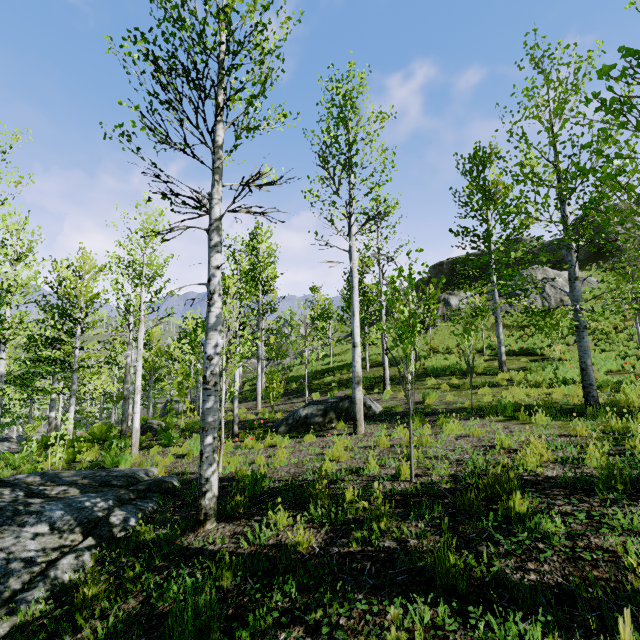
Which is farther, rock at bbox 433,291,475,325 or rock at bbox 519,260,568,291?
rock at bbox 433,291,475,325

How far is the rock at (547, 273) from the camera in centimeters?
2408cm

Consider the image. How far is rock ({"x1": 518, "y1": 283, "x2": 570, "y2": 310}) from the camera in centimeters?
2255cm

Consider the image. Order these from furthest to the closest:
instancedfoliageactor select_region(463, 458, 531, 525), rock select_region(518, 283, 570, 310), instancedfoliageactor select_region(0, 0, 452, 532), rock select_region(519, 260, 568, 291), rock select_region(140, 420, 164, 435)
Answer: rock select_region(519, 260, 568, 291) < rock select_region(518, 283, 570, 310) < rock select_region(140, 420, 164, 435) < instancedfoliageactor select_region(0, 0, 452, 532) < instancedfoliageactor select_region(463, 458, 531, 525)

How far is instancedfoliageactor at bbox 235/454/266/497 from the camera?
4.9m

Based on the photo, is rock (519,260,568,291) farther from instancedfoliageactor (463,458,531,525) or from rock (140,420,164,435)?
instancedfoliageactor (463,458,531,525)

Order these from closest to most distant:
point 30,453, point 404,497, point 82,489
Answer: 1. point 404,497
2. point 82,489
3. point 30,453

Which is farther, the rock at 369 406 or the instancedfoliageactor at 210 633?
the rock at 369 406
